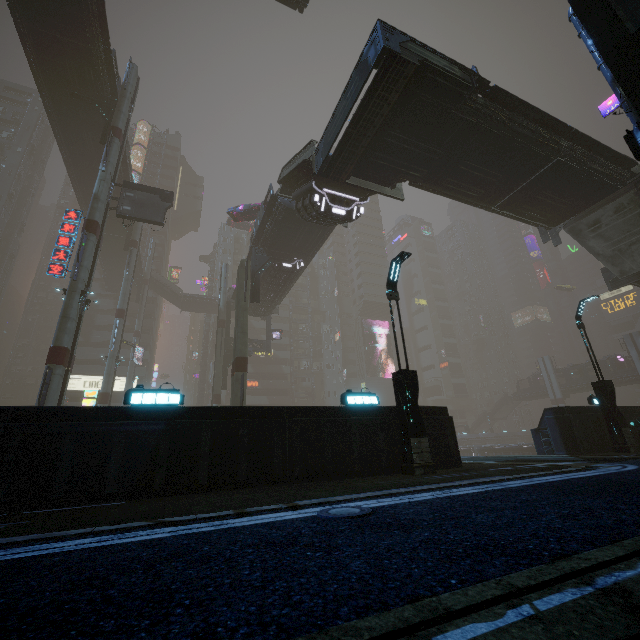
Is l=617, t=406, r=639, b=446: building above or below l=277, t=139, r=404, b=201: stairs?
below

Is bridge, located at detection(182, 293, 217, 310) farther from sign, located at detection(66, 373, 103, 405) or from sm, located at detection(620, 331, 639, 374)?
sm, located at detection(620, 331, 639, 374)

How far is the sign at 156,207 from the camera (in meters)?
24.50

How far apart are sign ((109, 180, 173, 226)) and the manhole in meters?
26.1 m

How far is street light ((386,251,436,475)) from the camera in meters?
9.1 m

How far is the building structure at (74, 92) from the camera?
25.7m

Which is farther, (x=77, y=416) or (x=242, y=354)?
(x=242, y=354)

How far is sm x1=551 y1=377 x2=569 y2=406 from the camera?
58.3 meters
